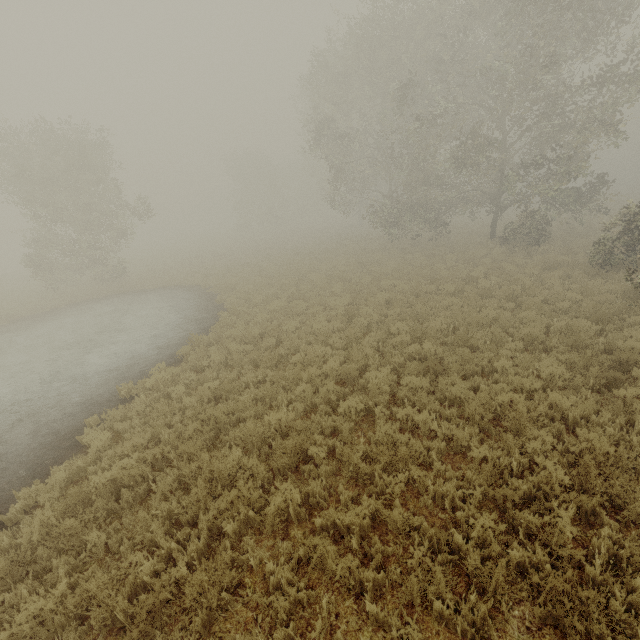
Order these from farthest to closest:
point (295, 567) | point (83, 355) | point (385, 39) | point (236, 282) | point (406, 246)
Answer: point (406, 246) → point (385, 39) → point (236, 282) → point (83, 355) → point (295, 567)
